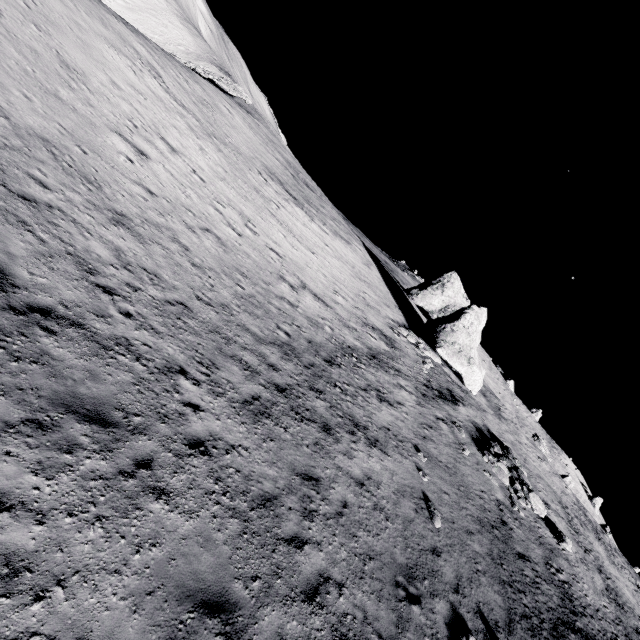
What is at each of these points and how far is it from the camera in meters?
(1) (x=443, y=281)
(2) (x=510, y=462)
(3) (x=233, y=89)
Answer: (1) stone, 39.8
(2) stone, 20.3
(3) stone, 41.9

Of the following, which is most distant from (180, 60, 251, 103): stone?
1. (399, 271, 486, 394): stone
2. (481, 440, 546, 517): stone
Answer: (481, 440, 546, 517): stone

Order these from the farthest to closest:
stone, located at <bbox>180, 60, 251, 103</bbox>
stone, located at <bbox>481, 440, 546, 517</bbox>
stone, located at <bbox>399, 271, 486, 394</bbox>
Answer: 1. stone, located at <bbox>180, 60, 251, 103</bbox>
2. stone, located at <bbox>399, 271, 486, 394</bbox>
3. stone, located at <bbox>481, 440, 546, 517</bbox>

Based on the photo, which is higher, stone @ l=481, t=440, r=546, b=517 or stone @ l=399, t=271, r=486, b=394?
stone @ l=399, t=271, r=486, b=394

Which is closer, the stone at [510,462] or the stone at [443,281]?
the stone at [510,462]

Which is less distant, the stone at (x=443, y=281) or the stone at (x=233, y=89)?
the stone at (x=443, y=281)

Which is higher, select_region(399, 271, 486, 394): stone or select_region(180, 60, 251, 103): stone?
select_region(399, 271, 486, 394): stone

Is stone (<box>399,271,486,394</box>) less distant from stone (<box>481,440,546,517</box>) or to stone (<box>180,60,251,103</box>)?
stone (<box>481,440,546,517</box>)
